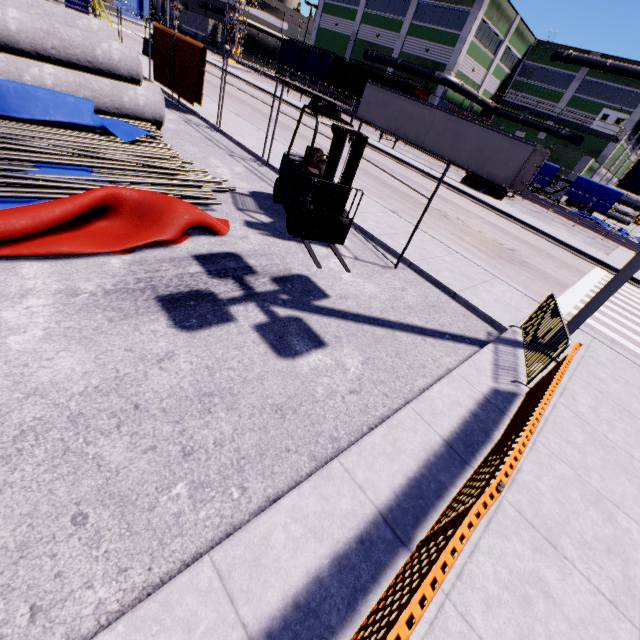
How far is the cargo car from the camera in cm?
3541

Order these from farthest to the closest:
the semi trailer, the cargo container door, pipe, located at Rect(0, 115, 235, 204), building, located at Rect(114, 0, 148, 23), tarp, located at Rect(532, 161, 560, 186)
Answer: the cargo container door, building, located at Rect(114, 0, 148, 23), tarp, located at Rect(532, 161, 560, 186), the semi trailer, pipe, located at Rect(0, 115, 235, 204)

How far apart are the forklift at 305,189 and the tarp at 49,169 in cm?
250

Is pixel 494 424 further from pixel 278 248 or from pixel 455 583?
pixel 278 248

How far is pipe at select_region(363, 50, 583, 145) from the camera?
35.8 meters

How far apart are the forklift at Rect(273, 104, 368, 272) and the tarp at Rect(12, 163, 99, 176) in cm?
250

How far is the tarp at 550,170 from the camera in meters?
31.1 m

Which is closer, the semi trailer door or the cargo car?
the semi trailer door
